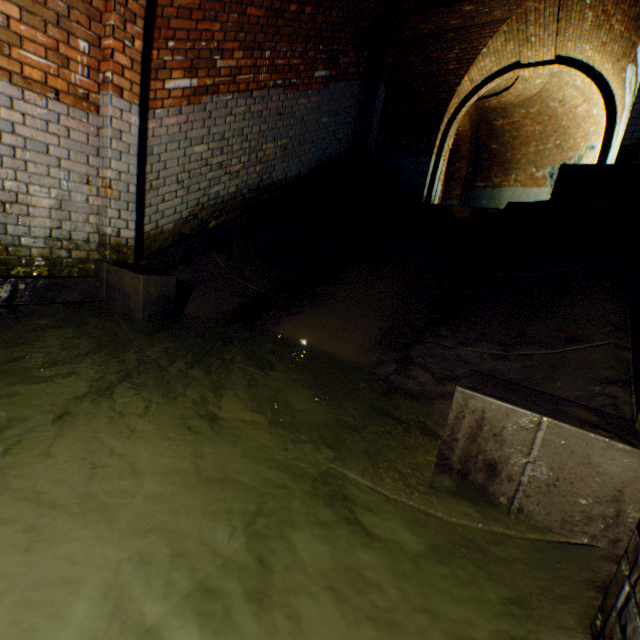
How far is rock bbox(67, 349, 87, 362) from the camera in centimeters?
262cm

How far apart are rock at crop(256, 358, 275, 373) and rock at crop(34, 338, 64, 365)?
1.6 meters

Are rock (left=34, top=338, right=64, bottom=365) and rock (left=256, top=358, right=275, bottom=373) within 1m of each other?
no

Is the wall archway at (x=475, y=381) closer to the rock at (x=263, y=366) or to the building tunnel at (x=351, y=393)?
the building tunnel at (x=351, y=393)

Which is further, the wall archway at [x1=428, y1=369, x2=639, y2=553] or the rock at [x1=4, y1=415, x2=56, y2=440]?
the rock at [x1=4, y1=415, x2=56, y2=440]

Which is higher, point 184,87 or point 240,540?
point 184,87

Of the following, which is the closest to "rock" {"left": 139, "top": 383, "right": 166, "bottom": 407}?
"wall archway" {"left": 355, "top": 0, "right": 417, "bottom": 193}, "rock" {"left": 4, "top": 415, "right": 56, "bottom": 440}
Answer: "rock" {"left": 4, "top": 415, "right": 56, "bottom": 440}

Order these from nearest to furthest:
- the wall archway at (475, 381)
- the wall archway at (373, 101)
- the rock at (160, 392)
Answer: the wall archway at (475, 381), the rock at (160, 392), the wall archway at (373, 101)
